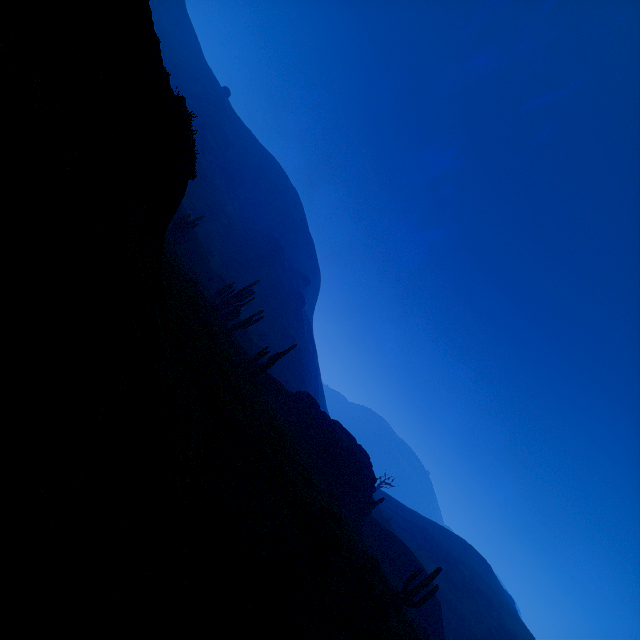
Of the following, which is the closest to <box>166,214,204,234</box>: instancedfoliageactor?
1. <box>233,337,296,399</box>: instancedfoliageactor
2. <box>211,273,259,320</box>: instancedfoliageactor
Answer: <box>211,273,259,320</box>: instancedfoliageactor

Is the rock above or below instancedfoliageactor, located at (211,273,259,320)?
below

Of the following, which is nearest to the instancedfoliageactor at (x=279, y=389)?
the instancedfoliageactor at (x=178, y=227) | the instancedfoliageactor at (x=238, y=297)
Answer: the instancedfoliageactor at (x=238, y=297)

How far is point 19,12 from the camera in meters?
1.2 m

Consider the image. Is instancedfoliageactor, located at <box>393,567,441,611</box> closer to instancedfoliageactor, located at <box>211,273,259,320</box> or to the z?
the z

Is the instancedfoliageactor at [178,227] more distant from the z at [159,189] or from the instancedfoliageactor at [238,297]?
the instancedfoliageactor at [238,297]

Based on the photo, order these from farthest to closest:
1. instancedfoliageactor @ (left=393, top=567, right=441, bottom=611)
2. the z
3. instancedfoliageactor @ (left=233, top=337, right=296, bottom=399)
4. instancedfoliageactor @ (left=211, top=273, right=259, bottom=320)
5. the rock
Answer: instancedfoliageactor @ (left=211, top=273, right=259, bottom=320), the rock, instancedfoliageactor @ (left=233, top=337, right=296, bottom=399), instancedfoliageactor @ (left=393, top=567, right=441, bottom=611), the z

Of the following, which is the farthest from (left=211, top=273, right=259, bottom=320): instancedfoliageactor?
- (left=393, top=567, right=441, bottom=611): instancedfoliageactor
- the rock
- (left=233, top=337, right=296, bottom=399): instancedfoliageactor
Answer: (left=393, top=567, right=441, bottom=611): instancedfoliageactor
